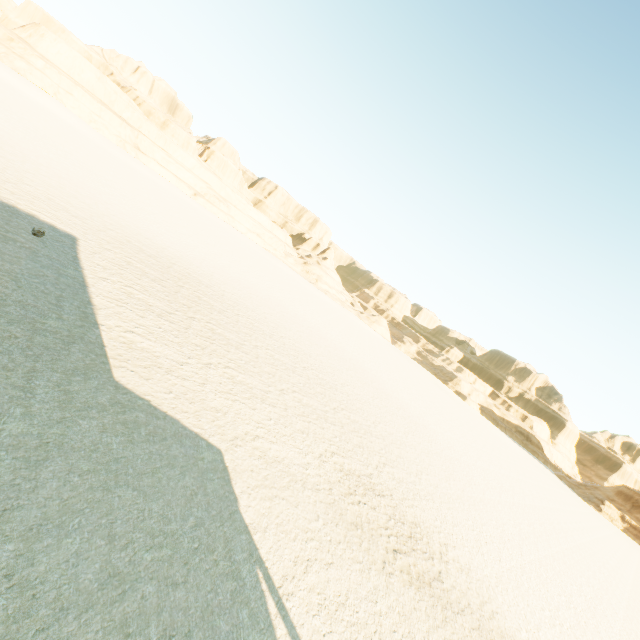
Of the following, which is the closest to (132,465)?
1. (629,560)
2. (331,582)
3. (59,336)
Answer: (59,336)
